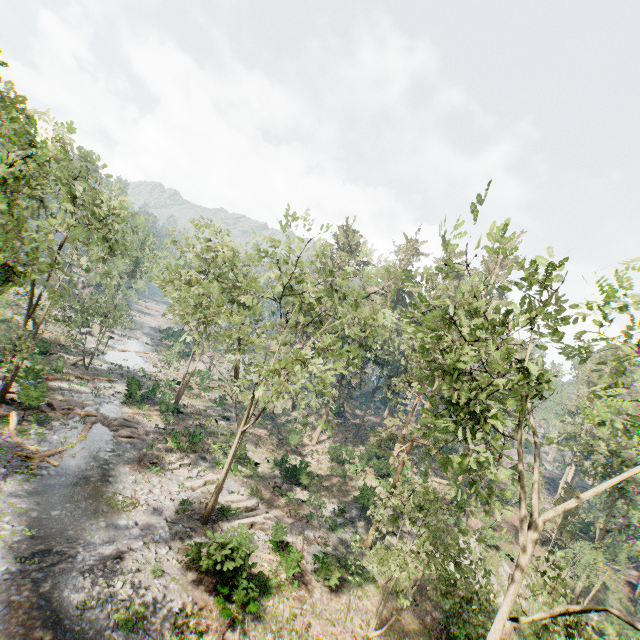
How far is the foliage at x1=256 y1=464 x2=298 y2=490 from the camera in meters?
29.1 m

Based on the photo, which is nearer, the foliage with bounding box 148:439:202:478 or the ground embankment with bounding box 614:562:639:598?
the foliage with bounding box 148:439:202:478

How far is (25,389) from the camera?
22.7m

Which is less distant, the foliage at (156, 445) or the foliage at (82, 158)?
the foliage at (82, 158)

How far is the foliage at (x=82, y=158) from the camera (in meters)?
19.27

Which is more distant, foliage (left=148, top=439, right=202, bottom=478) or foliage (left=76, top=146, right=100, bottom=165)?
foliage (left=148, top=439, right=202, bottom=478)
